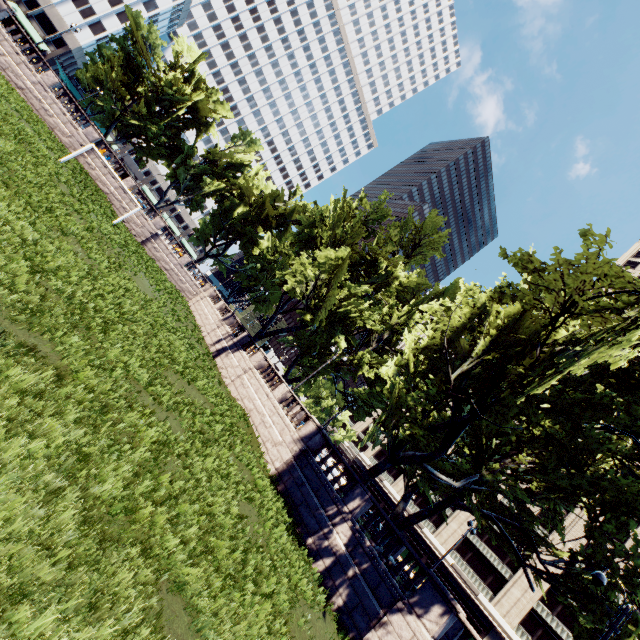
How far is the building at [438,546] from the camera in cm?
4819

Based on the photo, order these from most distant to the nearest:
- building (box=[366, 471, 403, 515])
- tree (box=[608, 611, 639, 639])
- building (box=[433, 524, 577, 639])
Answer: building (box=[366, 471, 403, 515]), building (box=[433, 524, 577, 639]), tree (box=[608, 611, 639, 639])

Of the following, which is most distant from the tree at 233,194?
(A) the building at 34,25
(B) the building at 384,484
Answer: (B) the building at 384,484

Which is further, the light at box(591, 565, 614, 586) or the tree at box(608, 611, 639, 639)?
the tree at box(608, 611, 639, 639)

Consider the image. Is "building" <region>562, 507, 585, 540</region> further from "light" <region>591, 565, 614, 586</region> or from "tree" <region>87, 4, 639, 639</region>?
"light" <region>591, 565, 614, 586</region>

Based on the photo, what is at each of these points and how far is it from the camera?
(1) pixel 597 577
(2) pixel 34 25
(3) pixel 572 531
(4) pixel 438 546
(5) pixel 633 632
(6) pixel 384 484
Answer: (1) light, 12.0 meters
(2) building, 55.8 meters
(3) building, 44.1 meters
(4) building, 48.5 meters
(5) tree, 15.3 meters
(6) building, 58.3 meters

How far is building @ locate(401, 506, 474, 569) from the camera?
48.19m
